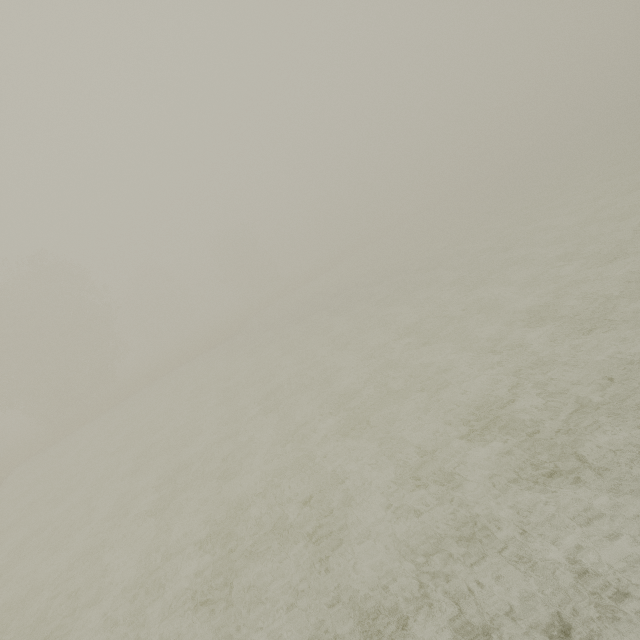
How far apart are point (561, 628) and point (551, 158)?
71.3 meters
